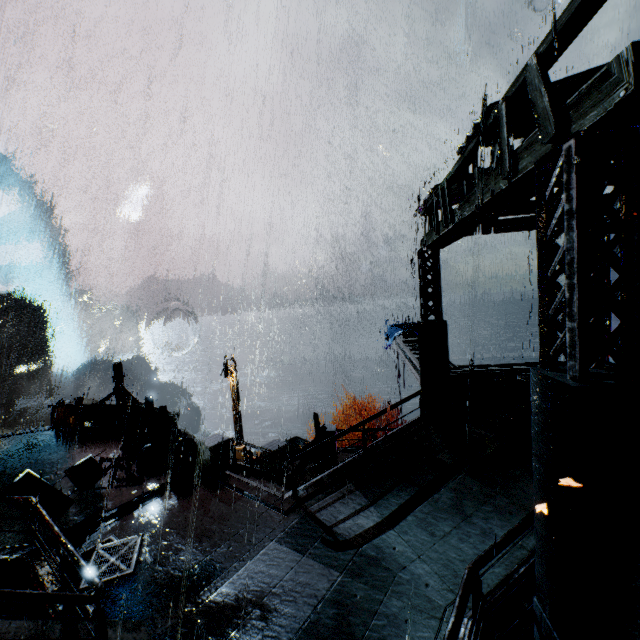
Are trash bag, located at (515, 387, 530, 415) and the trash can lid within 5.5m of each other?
yes

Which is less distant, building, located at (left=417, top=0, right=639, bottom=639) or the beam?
building, located at (left=417, top=0, right=639, bottom=639)

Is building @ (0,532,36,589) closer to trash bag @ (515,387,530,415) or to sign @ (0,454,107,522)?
sign @ (0,454,107,522)

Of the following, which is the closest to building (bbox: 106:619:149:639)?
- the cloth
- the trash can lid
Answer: the trash can lid

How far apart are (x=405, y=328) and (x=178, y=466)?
18.5 meters

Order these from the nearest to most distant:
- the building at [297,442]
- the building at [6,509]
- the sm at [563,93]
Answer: the sm at [563,93]
the building at [6,509]
the building at [297,442]

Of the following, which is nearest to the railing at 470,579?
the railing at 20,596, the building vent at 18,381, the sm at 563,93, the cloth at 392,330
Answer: the railing at 20,596

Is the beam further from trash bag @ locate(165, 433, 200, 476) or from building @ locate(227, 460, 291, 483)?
trash bag @ locate(165, 433, 200, 476)
